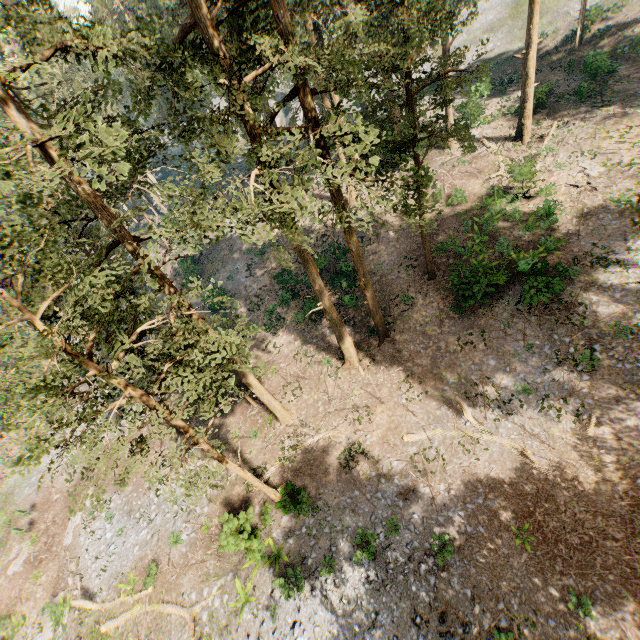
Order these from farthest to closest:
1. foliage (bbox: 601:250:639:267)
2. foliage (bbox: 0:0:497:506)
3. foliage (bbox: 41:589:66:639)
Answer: foliage (bbox: 41:589:66:639) → foliage (bbox: 601:250:639:267) → foliage (bbox: 0:0:497:506)

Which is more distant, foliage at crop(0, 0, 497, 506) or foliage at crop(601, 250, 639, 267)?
foliage at crop(601, 250, 639, 267)

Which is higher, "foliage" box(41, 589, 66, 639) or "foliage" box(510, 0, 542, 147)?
"foliage" box(510, 0, 542, 147)

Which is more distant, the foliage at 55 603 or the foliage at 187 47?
the foliage at 55 603

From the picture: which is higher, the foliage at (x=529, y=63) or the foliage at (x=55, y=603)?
the foliage at (x=529, y=63)

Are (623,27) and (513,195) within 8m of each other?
no
